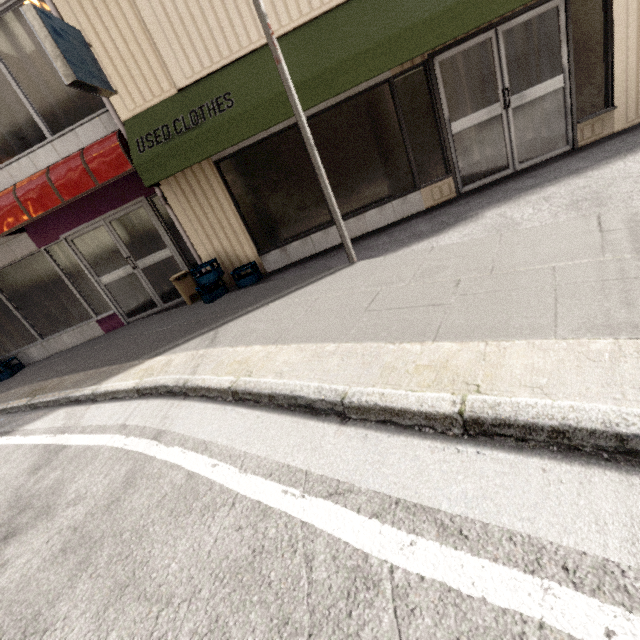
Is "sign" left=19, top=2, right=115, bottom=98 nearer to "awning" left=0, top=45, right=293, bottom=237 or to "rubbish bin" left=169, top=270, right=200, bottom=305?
"awning" left=0, top=45, right=293, bottom=237

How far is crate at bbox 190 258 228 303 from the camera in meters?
5.5 m

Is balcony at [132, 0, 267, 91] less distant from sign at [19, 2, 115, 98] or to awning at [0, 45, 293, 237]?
awning at [0, 45, 293, 237]

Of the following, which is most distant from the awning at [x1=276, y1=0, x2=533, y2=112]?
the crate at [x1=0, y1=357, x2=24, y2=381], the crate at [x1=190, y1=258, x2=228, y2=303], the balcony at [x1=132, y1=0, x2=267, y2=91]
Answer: the crate at [x1=0, y1=357, x2=24, y2=381]

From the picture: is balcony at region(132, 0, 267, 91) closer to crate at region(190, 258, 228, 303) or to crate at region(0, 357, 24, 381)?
crate at region(190, 258, 228, 303)

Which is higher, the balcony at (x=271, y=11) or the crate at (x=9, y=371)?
the balcony at (x=271, y=11)

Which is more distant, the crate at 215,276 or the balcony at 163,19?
the crate at 215,276

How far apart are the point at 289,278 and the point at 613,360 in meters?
4.1 m
